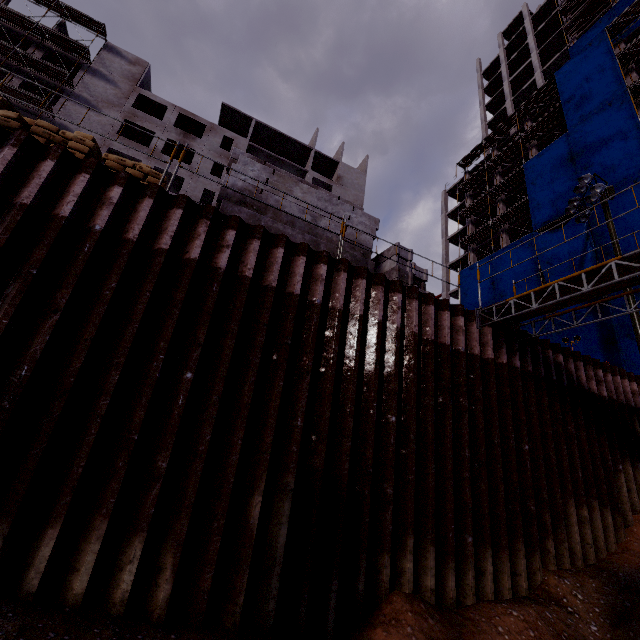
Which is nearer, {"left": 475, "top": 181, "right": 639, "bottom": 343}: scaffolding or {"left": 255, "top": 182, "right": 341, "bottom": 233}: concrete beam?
{"left": 475, "top": 181, "right": 639, "bottom": 343}: scaffolding

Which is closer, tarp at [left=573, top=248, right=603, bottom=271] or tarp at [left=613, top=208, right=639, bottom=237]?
tarp at [left=613, top=208, right=639, bottom=237]

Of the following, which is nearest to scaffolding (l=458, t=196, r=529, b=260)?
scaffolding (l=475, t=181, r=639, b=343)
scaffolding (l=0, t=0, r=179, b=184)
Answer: scaffolding (l=0, t=0, r=179, b=184)

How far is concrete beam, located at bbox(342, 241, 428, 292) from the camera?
8.27m

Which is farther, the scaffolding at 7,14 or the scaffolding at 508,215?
the scaffolding at 508,215

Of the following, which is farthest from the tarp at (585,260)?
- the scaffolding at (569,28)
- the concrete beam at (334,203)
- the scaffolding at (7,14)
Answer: the concrete beam at (334,203)

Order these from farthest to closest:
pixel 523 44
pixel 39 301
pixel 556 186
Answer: pixel 523 44 → pixel 556 186 → pixel 39 301

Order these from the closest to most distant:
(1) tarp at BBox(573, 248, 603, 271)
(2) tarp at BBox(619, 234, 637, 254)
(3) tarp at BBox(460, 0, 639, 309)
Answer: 1. (2) tarp at BBox(619, 234, 637, 254)
2. (1) tarp at BBox(573, 248, 603, 271)
3. (3) tarp at BBox(460, 0, 639, 309)
